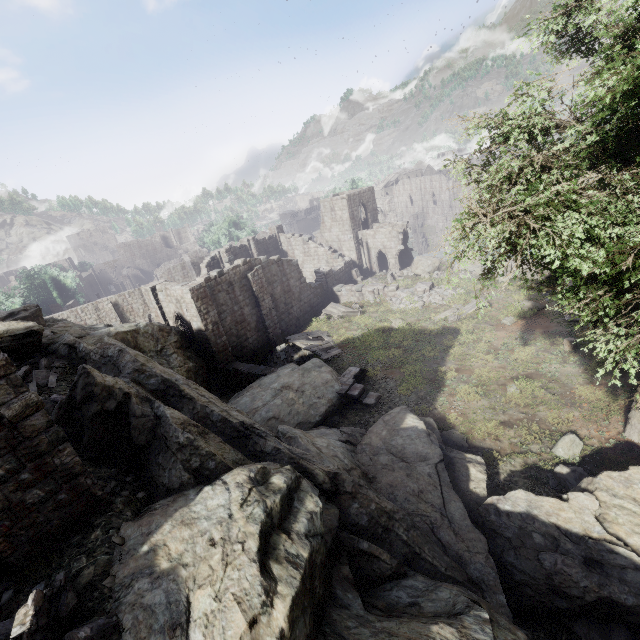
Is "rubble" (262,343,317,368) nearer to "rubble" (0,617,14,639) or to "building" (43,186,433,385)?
"building" (43,186,433,385)

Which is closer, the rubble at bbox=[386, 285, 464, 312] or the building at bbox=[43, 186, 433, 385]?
the building at bbox=[43, 186, 433, 385]

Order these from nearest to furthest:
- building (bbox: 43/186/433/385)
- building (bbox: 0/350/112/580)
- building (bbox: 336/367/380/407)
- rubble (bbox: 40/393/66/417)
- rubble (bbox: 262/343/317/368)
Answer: building (bbox: 0/350/112/580) → rubble (bbox: 40/393/66/417) → building (bbox: 336/367/380/407) → building (bbox: 43/186/433/385) → rubble (bbox: 262/343/317/368)

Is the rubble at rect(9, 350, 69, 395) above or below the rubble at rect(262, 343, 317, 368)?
above

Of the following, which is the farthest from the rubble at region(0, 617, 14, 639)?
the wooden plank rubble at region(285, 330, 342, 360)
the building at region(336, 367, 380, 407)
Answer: the wooden plank rubble at region(285, 330, 342, 360)

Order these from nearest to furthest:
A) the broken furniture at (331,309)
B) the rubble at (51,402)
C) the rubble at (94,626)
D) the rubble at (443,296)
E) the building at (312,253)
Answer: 1. the rubble at (94,626)
2. the rubble at (51,402)
3. the building at (312,253)
4. the rubble at (443,296)
5. the broken furniture at (331,309)

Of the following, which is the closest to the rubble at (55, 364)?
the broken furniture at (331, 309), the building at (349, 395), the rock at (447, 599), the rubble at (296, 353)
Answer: the rock at (447, 599)

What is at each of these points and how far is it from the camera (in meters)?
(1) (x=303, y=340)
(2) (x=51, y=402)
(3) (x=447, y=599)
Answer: (1) wooden plank rubble, 23.14
(2) rubble, 9.16
(3) rock, 4.98
